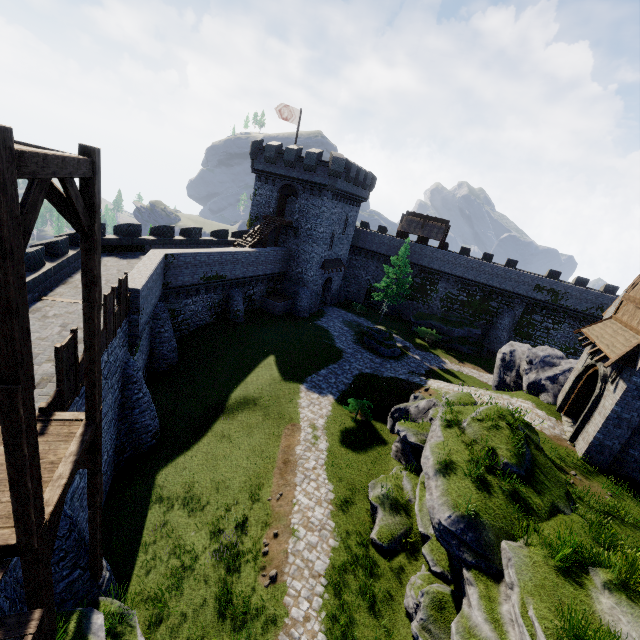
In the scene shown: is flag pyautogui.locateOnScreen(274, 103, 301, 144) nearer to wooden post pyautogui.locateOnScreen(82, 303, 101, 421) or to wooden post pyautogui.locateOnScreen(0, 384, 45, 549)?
wooden post pyautogui.locateOnScreen(82, 303, 101, 421)

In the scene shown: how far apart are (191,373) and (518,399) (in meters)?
22.54

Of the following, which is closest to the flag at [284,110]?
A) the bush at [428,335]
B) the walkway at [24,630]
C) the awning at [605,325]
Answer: the bush at [428,335]

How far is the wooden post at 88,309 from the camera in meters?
6.7

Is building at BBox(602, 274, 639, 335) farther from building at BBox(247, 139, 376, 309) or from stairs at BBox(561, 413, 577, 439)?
building at BBox(247, 139, 376, 309)

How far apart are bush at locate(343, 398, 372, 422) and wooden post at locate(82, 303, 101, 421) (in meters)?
14.62

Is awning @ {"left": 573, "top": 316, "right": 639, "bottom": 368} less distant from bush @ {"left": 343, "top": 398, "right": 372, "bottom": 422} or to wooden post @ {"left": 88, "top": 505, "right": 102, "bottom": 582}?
bush @ {"left": 343, "top": 398, "right": 372, "bottom": 422}

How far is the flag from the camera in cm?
3209
